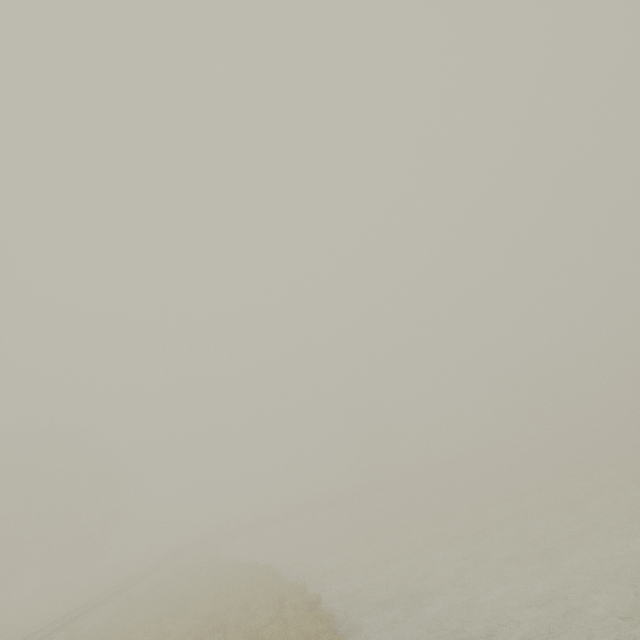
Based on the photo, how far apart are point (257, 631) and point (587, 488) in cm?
2194
